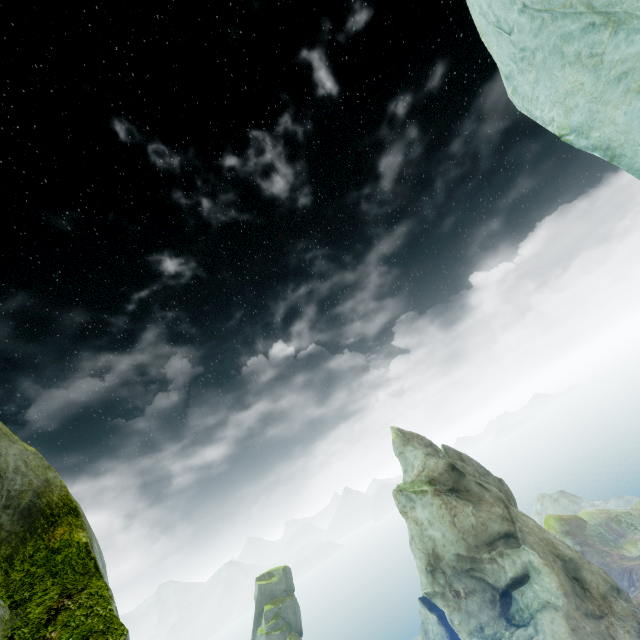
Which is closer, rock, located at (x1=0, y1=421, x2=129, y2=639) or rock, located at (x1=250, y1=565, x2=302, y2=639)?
rock, located at (x1=0, y1=421, x2=129, y2=639)

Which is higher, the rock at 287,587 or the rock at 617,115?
the rock at 617,115

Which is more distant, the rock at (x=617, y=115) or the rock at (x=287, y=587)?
the rock at (x=287, y=587)

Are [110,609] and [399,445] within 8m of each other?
no

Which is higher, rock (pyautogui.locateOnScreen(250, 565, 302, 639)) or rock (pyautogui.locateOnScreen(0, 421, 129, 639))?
rock (pyautogui.locateOnScreen(0, 421, 129, 639))
